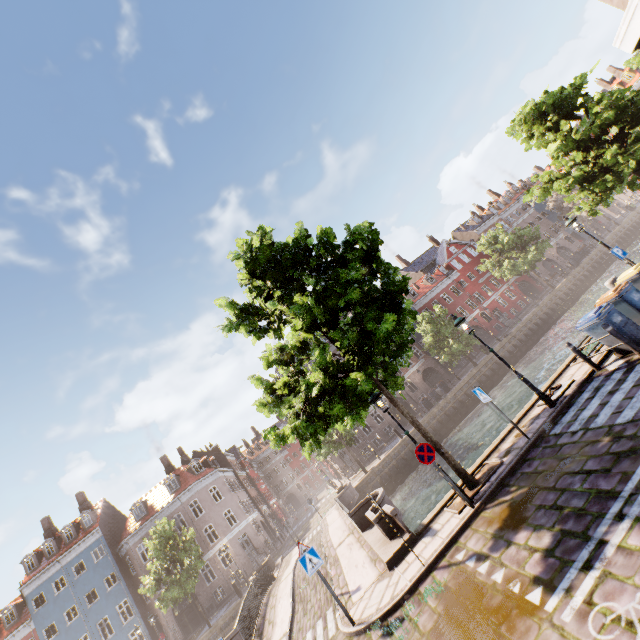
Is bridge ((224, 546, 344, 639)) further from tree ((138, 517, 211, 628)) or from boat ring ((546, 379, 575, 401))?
boat ring ((546, 379, 575, 401))

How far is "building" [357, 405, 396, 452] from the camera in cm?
3869

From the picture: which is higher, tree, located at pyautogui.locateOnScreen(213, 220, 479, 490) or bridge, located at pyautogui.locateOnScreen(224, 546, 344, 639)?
tree, located at pyautogui.locateOnScreen(213, 220, 479, 490)

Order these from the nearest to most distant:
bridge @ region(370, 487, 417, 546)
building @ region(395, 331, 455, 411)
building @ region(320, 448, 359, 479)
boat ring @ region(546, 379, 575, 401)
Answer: bridge @ region(370, 487, 417, 546) → boat ring @ region(546, 379, 575, 401) → building @ region(320, 448, 359, 479) → building @ region(395, 331, 455, 411)

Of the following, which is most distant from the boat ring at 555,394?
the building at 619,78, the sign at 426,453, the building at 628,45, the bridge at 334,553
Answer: the building at 619,78

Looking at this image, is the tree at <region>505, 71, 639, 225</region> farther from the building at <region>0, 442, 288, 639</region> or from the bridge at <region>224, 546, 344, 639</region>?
the building at <region>0, 442, 288, 639</region>

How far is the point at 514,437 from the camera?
10.0 meters

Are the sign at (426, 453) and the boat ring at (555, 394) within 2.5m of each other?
no
